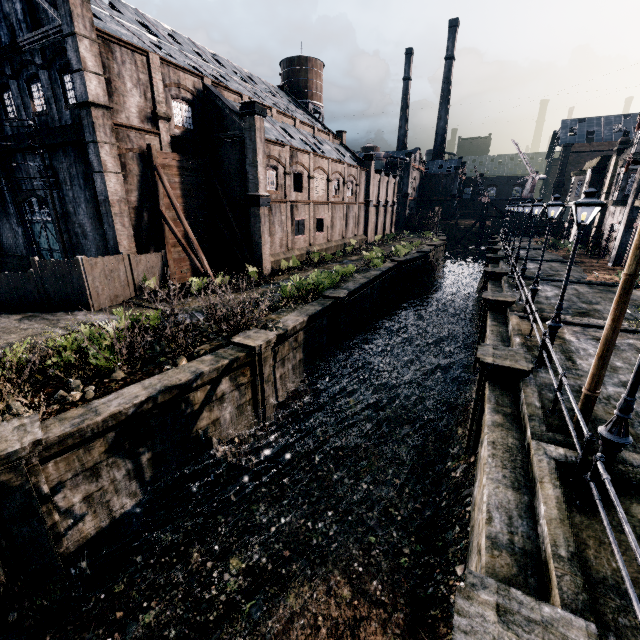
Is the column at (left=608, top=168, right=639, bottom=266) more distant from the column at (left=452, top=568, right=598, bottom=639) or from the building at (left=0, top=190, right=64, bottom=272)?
the column at (left=452, top=568, right=598, bottom=639)

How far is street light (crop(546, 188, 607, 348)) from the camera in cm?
953

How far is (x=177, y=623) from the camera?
8.5m

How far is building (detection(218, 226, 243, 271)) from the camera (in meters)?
28.22

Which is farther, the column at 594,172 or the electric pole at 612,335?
the column at 594,172

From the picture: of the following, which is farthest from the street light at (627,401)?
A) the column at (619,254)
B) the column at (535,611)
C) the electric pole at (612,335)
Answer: the column at (619,254)

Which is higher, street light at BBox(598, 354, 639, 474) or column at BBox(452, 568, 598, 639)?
street light at BBox(598, 354, 639, 474)

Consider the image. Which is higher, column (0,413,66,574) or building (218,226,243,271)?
building (218,226,243,271)
